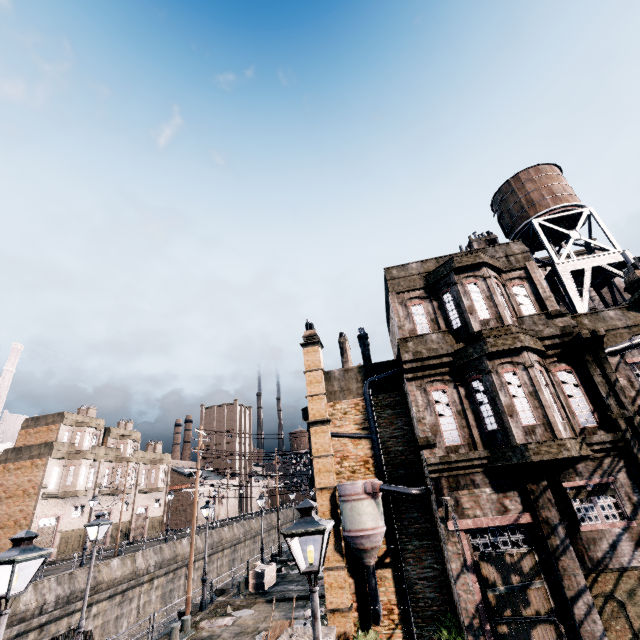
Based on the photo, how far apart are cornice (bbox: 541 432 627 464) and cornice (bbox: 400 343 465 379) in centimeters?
436cm

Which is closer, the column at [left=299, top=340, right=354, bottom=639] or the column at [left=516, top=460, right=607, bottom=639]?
the column at [left=516, top=460, right=607, bottom=639]

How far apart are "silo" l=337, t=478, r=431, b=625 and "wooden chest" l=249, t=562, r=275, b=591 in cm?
1305

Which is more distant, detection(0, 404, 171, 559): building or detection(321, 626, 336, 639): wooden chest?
detection(0, 404, 171, 559): building

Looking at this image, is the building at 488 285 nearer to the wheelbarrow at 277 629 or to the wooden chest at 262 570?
the wheelbarrow at 277 629

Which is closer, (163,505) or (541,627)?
(541,627)

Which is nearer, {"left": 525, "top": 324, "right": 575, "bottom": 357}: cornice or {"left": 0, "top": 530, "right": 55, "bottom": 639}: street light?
{"left": 0, "top": 530, "right": 55, "bottom": 639}: street light

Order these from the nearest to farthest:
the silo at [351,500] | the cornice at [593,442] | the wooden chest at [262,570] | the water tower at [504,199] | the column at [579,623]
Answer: the column at [579,623], the cornice at [593,442], the silo at [351,500], the water tower at [504,199], the wooden chest at [262,570]
